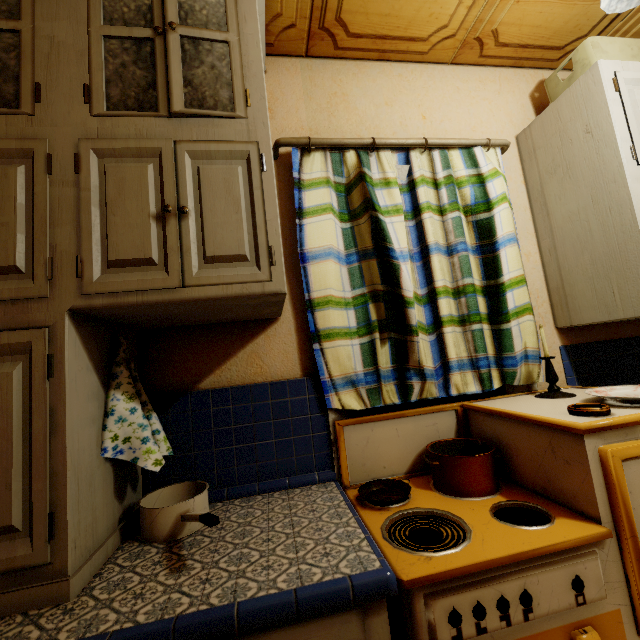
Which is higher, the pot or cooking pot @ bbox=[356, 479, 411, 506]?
the pot

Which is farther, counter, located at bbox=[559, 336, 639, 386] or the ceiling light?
counter, located at bbox=[559, 336, 639, 386]

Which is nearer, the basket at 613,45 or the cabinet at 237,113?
the cabinet at 237,113

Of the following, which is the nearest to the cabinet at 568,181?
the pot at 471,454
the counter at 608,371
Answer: the counter at 608,371

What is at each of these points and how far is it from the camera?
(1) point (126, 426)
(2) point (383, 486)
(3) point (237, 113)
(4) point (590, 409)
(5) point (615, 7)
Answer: (1) hand towel, 1.1 meters
(2) cooking pot, 1.3 meters
(3) cabinet, 1.0 meters
(4) ashtray, 1.0 meters
(5) ceiling light, 1.0 meters

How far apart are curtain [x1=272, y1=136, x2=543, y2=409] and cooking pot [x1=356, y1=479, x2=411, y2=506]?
0.3 meters

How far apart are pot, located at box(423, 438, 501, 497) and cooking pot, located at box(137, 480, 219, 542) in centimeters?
84cm

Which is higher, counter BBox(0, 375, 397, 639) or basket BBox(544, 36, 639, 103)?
basket BBox(544, 36, 639, 103)
